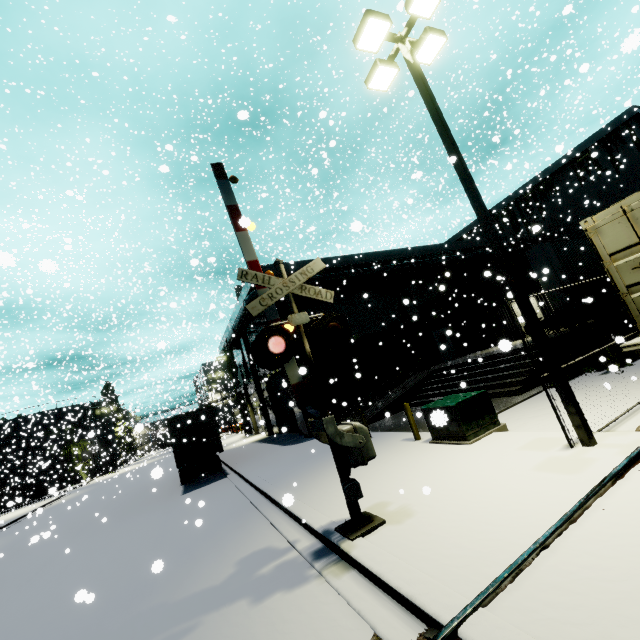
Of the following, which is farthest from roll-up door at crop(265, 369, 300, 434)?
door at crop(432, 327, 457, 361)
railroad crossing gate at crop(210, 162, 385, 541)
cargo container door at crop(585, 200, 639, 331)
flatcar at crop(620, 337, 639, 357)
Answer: cargo container door at crop(585, 200, 639, 331)

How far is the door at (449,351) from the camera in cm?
2397

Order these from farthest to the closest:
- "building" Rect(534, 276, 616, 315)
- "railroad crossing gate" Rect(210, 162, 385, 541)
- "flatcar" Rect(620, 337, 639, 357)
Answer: "building" Rect(534, 276, 616, 315) < "flatcar" Rect(620, 337, 639, 357) < "railroad crossing gate" Rect(210, 162, 385, 541)

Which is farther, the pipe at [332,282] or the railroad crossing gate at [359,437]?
the pipe at [332,282]

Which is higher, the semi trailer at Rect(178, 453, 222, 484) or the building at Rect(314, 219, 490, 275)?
the building at Rect(314, 219, 490, 275)

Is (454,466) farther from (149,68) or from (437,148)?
(437,148)

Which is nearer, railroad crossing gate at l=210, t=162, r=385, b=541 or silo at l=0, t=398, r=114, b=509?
railroad crossing gate at l=210, t=162, r=385, b=541

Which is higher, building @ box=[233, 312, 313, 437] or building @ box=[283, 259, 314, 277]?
building @ box=[283, 259, 314, 277]
